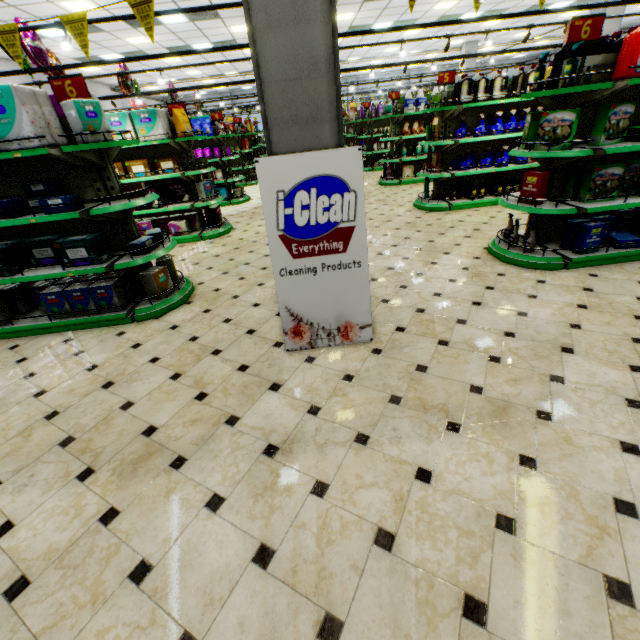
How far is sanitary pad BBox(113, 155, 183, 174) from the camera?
6.2 meters

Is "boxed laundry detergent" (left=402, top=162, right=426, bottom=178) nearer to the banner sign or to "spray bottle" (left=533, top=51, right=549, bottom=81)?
"spray bottle" (left=533, top=51, right=549, bottom=81)

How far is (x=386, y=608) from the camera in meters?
1.4 m

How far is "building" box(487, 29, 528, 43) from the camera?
16.2 meters

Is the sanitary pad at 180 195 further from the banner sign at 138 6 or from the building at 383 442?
the banner sign at 138 6

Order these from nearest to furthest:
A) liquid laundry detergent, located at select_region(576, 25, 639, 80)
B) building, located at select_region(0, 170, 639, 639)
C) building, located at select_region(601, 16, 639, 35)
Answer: building, located at select_region(0, 170, 639, 639) < liquid laundry detergent, located at select_region(576, 25, 639, 80) < building, located at select_region(601, 16, 639, 35)

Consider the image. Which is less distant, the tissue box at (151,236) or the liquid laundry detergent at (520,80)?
the tissue box at (151,236)

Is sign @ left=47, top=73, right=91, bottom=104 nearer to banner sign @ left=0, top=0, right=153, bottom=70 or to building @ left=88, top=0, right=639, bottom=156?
banner sign @ left=0, top=0, right=153, bottom=70
